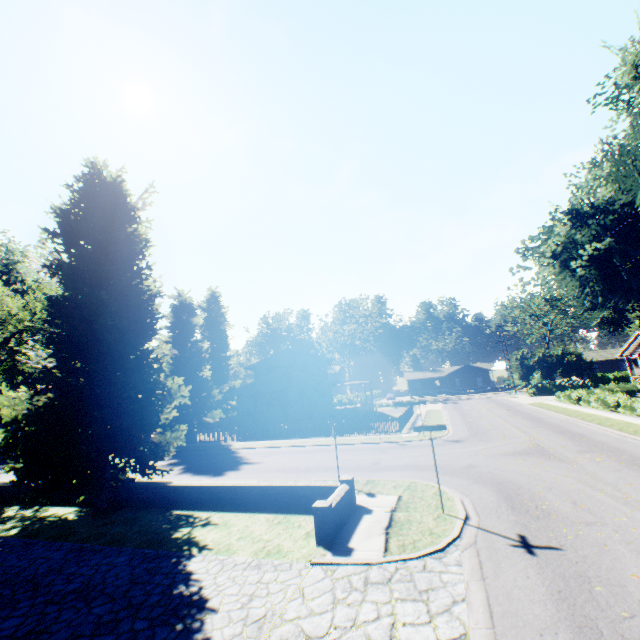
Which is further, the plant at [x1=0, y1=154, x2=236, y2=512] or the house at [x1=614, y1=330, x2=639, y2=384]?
the house at [x1=614, y1=330, x2=639, y2=384]

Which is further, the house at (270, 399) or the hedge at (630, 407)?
the house at (270, 399)

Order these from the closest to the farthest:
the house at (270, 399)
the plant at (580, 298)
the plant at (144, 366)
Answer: the plant at (144, 366)
the plant at (580, 298)
the house at (270, 399)

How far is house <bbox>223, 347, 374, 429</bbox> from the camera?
33.8m

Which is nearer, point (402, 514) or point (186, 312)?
point (402, 514)

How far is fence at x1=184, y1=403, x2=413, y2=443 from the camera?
25.83m

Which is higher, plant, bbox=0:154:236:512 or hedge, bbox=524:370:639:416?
plant, bbox=0:154:236:512

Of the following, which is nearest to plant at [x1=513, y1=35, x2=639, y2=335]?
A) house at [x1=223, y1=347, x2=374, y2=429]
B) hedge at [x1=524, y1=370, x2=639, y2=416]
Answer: house at [x1=223, y1=347, x2=374, y2=429]
